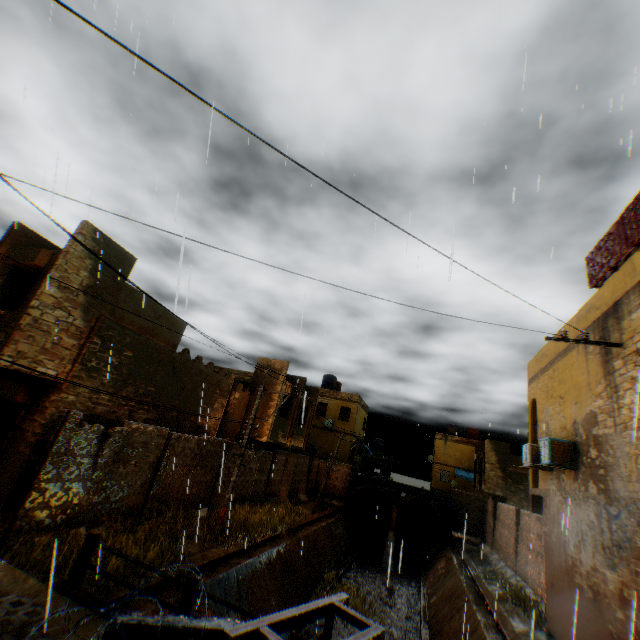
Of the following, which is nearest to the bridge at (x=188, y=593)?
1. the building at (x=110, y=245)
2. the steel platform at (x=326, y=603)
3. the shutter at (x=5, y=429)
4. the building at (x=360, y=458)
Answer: the steel platform at (x=326, y=603)

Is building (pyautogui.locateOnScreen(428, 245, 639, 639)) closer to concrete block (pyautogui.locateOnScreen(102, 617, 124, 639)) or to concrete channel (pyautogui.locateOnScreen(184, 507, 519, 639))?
concrete channel (pyautogui.locateOnScreen(184, 507, 519, 639))

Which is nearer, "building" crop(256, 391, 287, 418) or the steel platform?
the steel platform

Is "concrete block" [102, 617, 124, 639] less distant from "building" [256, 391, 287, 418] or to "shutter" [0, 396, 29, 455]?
"building" [256, 391, 287, 418]

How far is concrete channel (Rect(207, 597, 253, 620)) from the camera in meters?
9.0

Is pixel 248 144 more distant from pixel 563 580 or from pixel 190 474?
pixel 563 580

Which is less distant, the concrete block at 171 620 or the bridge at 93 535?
the concrete block at 171 620

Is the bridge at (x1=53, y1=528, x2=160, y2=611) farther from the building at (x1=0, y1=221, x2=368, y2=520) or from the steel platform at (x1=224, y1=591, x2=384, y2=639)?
the building at (x1=0, y1=221, x2=368, y2=520)
